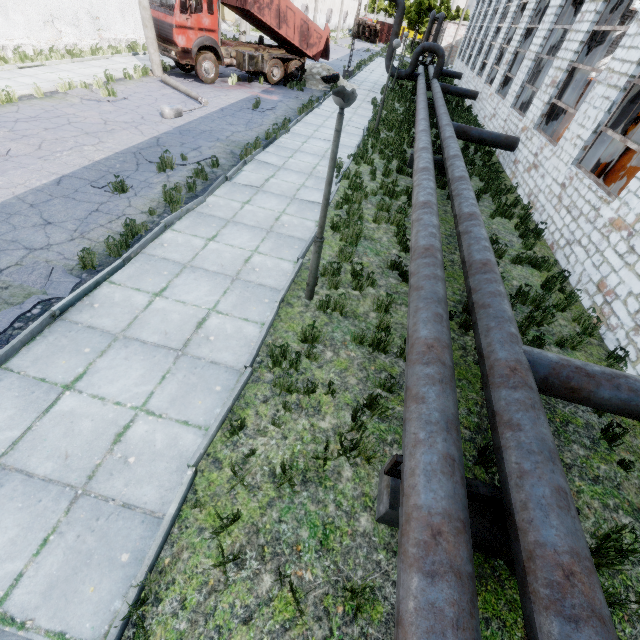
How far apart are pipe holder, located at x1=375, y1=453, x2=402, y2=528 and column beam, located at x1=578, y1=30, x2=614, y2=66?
15.2m

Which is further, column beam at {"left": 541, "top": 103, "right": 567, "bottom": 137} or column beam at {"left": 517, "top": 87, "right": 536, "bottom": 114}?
column beam at {"left": 517, "top": 87, "right": 536, "bottom": 114}

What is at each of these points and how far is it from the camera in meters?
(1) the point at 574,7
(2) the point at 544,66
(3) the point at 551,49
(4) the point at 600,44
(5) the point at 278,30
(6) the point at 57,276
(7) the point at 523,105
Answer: (1) column beam, 13.8 m
(2) column beam, 15.2 m
(3) column beam, 14.8 m
(4) column beam, 11.3 m
(5) truck dump body, 17.6 m
(6) asphalt debris, 5.5 m
(7) column beam, 16.3 m

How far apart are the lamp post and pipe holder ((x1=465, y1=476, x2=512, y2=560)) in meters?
3.2 m

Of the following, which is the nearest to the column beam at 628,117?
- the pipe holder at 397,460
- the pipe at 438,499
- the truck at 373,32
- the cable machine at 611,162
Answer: the cable machine at 611,162

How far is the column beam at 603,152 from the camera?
9.45m

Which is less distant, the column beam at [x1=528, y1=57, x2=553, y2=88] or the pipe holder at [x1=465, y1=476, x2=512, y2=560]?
the pipe holder at [x1=465, y1=476, x2=512, y2=560]

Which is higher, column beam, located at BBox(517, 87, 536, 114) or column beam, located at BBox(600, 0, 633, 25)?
column beam, located at BBox(600, 0, 633, 25)
